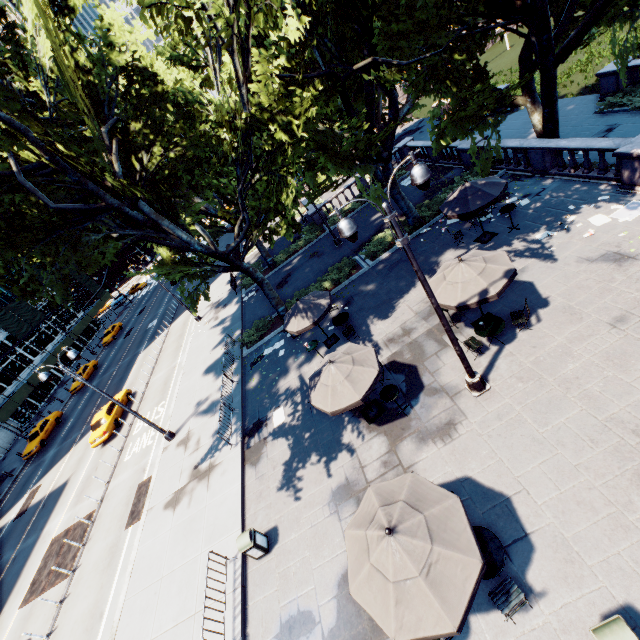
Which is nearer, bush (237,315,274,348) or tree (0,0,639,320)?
tree (0,0,639,320)

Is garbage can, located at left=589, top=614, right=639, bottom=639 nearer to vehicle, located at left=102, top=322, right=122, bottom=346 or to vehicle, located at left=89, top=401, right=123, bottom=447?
vehicle, located at left=89, top=401, right=123, bottom=447

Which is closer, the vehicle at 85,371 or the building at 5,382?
the vehicle at 85,371

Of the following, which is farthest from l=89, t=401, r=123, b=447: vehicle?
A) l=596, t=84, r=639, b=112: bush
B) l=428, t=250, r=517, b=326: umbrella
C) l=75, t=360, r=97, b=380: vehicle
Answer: l=596, t=84, r=639, b=112: bush

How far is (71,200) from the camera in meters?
15.1 m

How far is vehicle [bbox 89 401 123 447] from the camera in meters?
23.0 m

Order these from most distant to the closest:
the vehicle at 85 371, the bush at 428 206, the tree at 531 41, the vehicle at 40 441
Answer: the vehicle at 85 371
the vehicle at 40 441
the bush at 428 206
the tree at 531 41

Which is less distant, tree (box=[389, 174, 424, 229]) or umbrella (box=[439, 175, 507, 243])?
umbrella (box=[439, 175, 507, 243])
